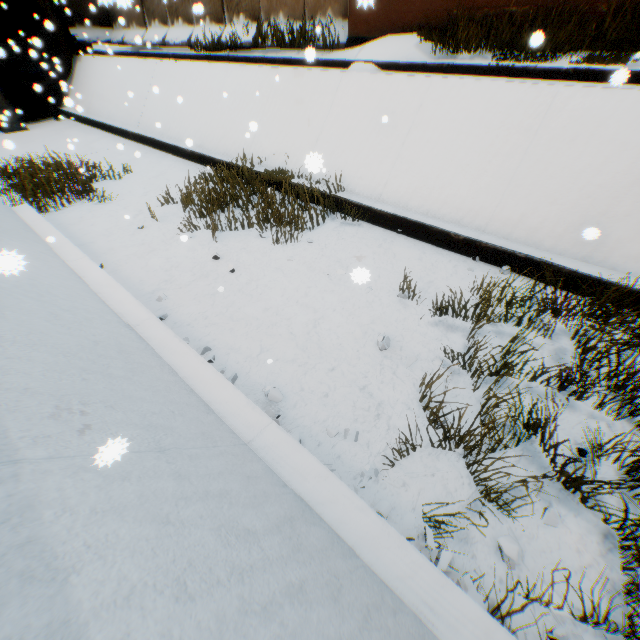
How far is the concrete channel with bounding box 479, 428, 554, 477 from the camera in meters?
2.9

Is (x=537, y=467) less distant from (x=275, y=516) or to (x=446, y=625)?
(x=446, y=625)

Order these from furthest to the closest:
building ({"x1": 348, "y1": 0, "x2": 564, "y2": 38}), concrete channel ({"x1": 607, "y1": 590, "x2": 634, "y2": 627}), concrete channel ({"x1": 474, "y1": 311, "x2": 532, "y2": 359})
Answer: building ({"x1": 348, "y1": 0, "x2": 564, "y2": 38})
concrete channel ({"x1": 474, "y1": 311, "x2": 532, "y2": 359})
concrete channel ({"x1": 607, "y1": 590, "x2": 634, "y2": 627})

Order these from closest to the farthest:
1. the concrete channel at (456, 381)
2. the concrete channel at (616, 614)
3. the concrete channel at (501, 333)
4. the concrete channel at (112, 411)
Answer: the concrete channel at (112, 411), the concrete channel at (616, 614), the concrete channel at (456, 381), the concrete channel at (501, 333)

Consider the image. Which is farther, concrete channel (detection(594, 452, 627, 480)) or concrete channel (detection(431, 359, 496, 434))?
concrete channel (detection(431, 359, 496, 434))

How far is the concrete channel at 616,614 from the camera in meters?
2.2 m
